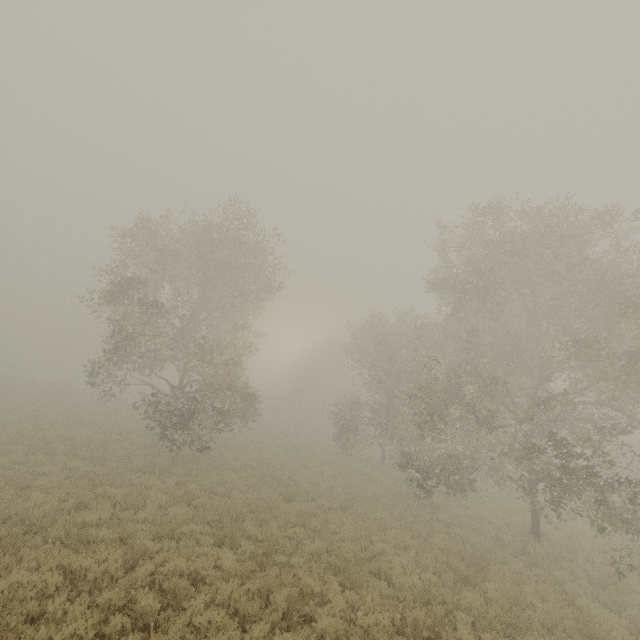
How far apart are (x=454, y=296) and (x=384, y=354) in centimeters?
1013cm
